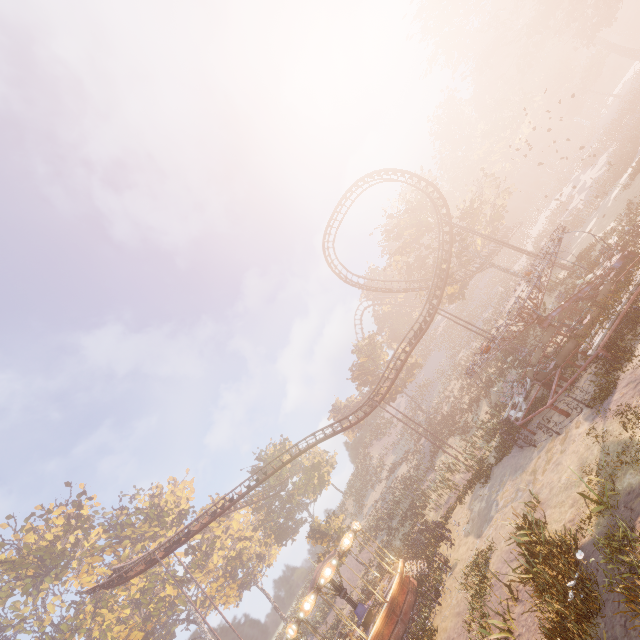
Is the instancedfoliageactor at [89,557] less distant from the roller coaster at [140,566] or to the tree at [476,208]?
the roller coaster at [140,566]

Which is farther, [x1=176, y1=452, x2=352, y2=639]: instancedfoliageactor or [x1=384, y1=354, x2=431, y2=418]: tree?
[x1=384, y1=354, x2=431, y2=418]: tree

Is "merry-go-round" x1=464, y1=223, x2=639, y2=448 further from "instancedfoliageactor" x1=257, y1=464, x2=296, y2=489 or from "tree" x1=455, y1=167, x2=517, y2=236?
"instancedfoliageactor" x1=257, y1=464, x2=296, y2=489

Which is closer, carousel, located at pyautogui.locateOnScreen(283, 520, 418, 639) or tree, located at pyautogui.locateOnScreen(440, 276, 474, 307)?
carousel, located at pyautogui.locateOnScreen(283, 520, 418, 639)

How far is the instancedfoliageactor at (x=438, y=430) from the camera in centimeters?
2120cm

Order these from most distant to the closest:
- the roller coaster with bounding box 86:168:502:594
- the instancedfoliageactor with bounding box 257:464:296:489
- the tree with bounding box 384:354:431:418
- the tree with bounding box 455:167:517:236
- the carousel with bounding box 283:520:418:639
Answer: the instancedfoliageactor with bounding box 257:464:296:489 → the tree with bounding box 384:354:431:418 → the tree with bounding box 455:167:517:236 → the roller coaster with bounding box 86:168:502:594 → the carousel with bounding box 283:520:418:639

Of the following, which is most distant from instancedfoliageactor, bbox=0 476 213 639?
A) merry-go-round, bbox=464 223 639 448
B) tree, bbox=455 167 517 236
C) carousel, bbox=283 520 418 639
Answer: tree, bbox=455 167 517 236

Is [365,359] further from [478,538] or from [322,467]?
[478,538]
